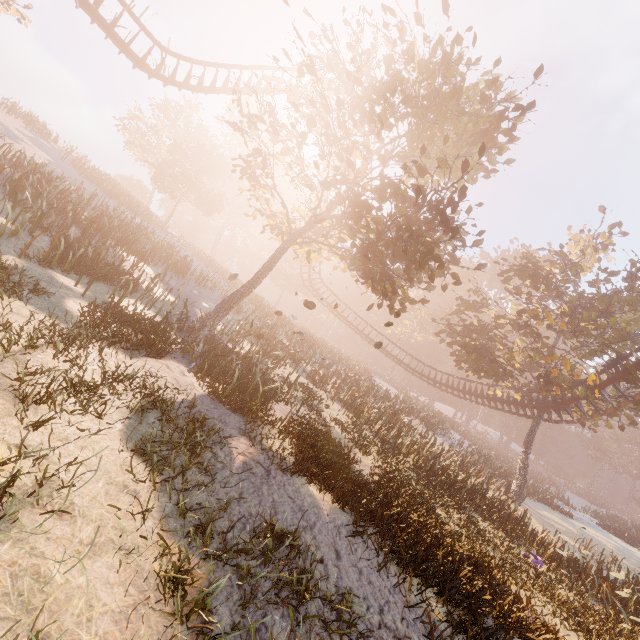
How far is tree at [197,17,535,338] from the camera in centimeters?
995cm

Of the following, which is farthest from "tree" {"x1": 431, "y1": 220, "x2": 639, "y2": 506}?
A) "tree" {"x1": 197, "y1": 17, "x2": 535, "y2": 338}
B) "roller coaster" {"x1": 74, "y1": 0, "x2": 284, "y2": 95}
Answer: "tree" {"x1": 197, "y1": 17, "x2": 535, "y2": 338}

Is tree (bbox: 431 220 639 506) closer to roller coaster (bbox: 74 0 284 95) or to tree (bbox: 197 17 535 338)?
roller coaster (bbox: 74 0 284 95)

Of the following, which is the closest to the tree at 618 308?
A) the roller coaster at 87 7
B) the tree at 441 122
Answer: the roller coaster at 87 7

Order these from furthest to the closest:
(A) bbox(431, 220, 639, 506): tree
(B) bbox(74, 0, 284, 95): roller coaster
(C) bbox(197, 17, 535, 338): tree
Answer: (A) bbox(431, 220, 639, 506): tree
(B) bbox(74, 0, 284, 95): roller coaster
(C) bbox(197, 17, 535, 338): tree

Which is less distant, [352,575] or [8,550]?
[8,550]

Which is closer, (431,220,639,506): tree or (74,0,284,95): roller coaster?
(74,0,284,95): roller coaster
